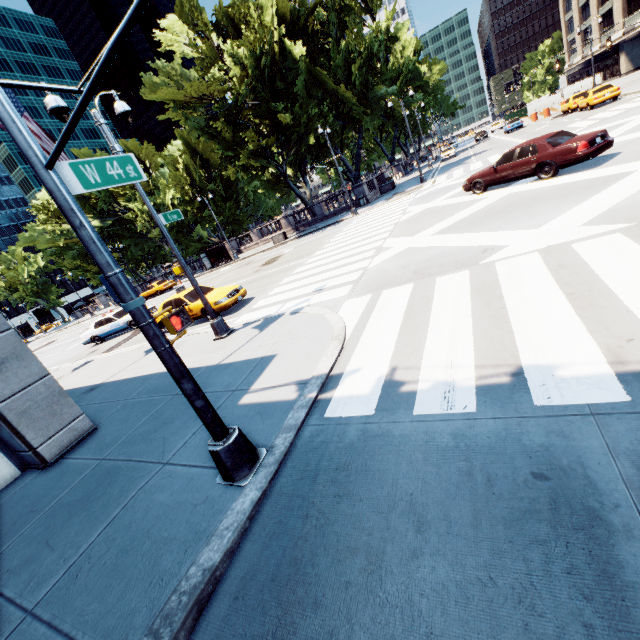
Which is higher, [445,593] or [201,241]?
[201,241]

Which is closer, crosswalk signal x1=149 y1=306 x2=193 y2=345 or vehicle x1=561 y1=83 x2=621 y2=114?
crosswalk signal x1=149 y1=306 x2=193 y2=345

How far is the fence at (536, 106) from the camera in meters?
40.4

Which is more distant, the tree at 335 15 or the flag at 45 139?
the tree at 335 15

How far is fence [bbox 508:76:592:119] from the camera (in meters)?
40.44

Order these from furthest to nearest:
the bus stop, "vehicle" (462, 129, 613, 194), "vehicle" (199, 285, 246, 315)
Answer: the bus stop, "vehicle" (199, 285, 246, 315), "vehicle" (462, 129, 613, 194)

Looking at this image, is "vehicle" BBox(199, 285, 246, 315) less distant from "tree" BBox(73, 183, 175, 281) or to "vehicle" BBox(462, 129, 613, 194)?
"vehicle" BBox(462, 129, 613, 194)

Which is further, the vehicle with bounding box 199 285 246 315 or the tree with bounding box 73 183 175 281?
the tree with bounding box 73 183 175 281
